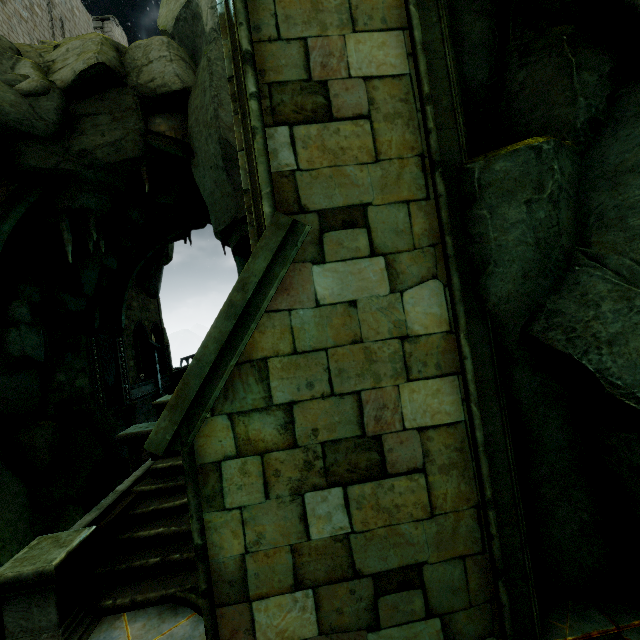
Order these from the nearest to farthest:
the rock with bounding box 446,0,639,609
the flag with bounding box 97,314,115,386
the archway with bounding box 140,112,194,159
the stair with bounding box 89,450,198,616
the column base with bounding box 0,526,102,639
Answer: the rock with bounding box 446,0,639,609
the column base with bounding box 0,526,102,639
the stair with bounding box 89,450,198,616
the archway with bounding box 140,112,194,159
the flag with bounding box 97,314,115,386

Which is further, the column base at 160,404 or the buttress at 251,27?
the column base at 160,404

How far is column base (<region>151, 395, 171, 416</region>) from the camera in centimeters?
869cm

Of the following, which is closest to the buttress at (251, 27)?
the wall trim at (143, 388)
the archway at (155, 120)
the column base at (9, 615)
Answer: the column base at (9, 615)

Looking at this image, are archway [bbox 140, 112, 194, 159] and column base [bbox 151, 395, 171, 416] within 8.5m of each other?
no

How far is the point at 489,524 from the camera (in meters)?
2.85

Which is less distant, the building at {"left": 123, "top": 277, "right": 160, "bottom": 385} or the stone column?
Answer: the stone column

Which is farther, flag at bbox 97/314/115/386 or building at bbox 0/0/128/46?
flag at bbox 97/314/115/386
